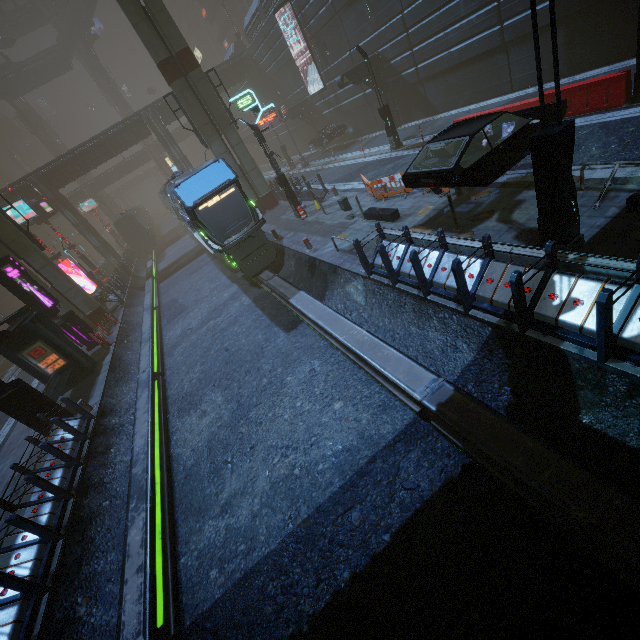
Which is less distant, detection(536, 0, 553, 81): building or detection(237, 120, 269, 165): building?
detection(536, 0, 553, 81): building

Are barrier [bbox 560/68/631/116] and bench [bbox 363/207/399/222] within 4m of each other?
no

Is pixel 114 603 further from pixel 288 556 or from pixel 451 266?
pixel 451 266

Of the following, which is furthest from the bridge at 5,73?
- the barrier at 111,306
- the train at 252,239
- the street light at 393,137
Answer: the street light at 393,137

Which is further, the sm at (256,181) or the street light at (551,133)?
the sm at (256,181)

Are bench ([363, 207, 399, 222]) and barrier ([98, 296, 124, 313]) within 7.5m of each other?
no

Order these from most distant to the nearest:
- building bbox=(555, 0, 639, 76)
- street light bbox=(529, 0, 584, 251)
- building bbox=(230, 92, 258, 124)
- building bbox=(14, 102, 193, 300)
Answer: building bbox=(230, 92, 258, 124) → building bbox=(14, 102, 193, 300) → building bbox=(555, 0, 639, 76) → street light bbox=(529, 0, 584, 251)

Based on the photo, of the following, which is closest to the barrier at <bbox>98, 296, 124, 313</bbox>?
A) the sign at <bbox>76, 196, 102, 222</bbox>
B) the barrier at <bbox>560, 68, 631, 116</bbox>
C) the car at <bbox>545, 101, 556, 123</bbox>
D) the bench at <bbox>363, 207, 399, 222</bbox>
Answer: the bench at <bbox>363, 207, 399, 222</bbox>
